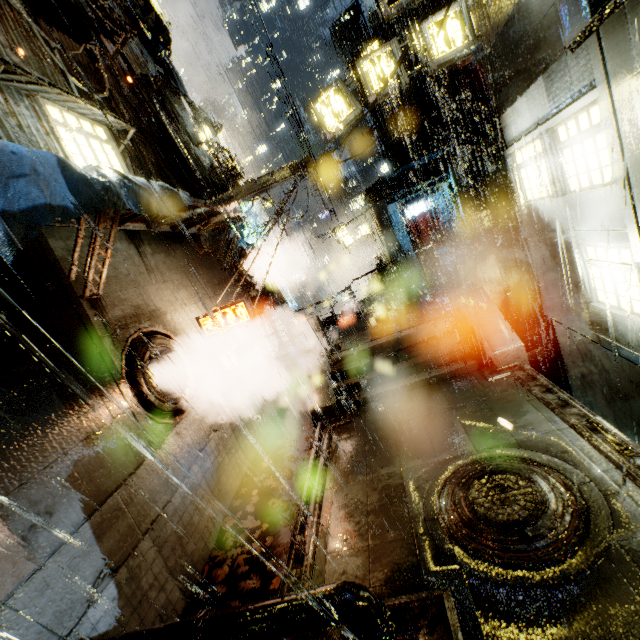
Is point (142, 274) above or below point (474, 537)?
above

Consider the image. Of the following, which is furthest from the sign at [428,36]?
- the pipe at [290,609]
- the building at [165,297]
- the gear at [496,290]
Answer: the pipe at [290,609]

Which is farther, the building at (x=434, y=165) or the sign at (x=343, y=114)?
the sign at (x=343, y=114)

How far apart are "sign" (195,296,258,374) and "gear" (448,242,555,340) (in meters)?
11.70

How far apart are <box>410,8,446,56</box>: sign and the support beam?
7.66m

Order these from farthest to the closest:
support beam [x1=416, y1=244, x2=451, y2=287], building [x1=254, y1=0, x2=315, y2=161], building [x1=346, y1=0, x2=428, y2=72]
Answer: building [x1=346, y1=0, x2=428, y2=72] → building [x1=254, y1=0, x2=315, y2=161] → support beam [x1=416, y1=244, x2=451, y2=287]

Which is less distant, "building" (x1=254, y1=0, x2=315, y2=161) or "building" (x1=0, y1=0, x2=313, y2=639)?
"building" (x1=0, y1=0, x2=313, y2=639)
